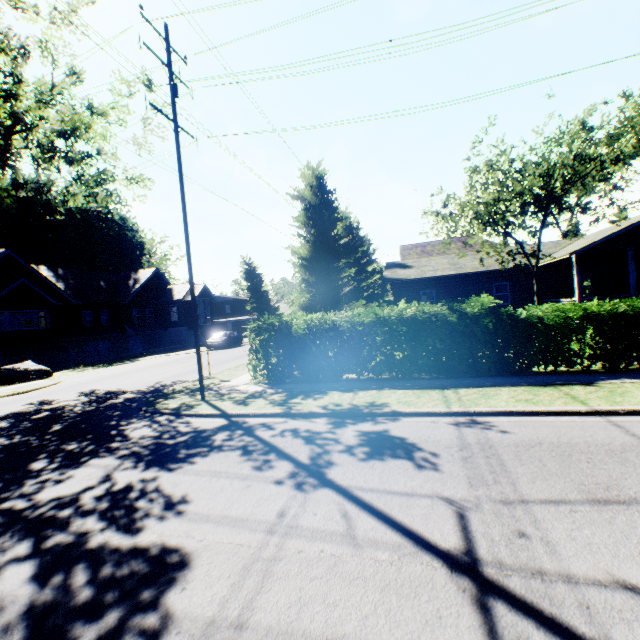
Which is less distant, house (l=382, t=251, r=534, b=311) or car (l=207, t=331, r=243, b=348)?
house (l=382, t=251, r=534, b=311)

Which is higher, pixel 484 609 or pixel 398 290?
pixel 398 290

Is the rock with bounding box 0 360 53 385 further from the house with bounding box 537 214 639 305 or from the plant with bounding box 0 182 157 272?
the plant with bounding box 0 182 157 272

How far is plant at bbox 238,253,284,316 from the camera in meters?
57.1 m

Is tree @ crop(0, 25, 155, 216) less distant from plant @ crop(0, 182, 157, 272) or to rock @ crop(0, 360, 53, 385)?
rock @ crop(0, 360, 53, 385)

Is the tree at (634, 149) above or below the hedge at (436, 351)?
above

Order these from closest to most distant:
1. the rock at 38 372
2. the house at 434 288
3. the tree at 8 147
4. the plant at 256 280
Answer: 1. the tree at 8 147
2. the rock at 38 372
3. the house at 434 288
4. the plant at 256 280

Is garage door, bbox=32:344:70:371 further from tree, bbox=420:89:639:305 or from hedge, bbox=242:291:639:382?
hedge, bbox=242:291:639:382
